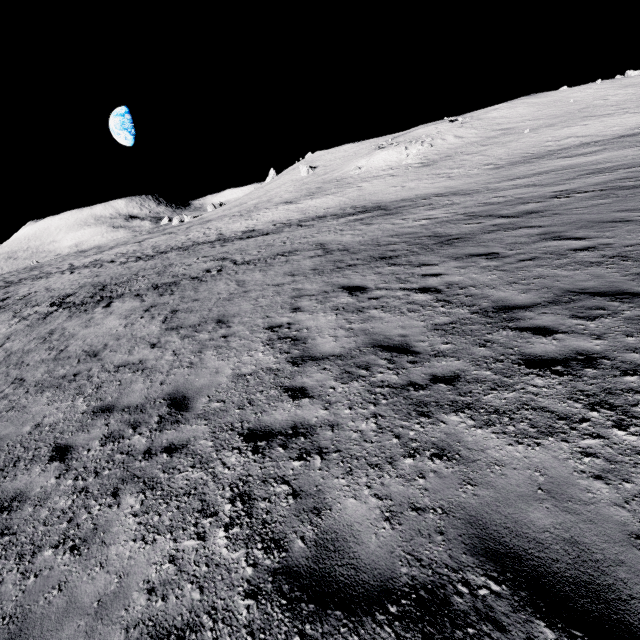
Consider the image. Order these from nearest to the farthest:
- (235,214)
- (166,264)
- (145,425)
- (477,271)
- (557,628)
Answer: (557,628), (145,425), (477,271), (166,264), (235,214)
